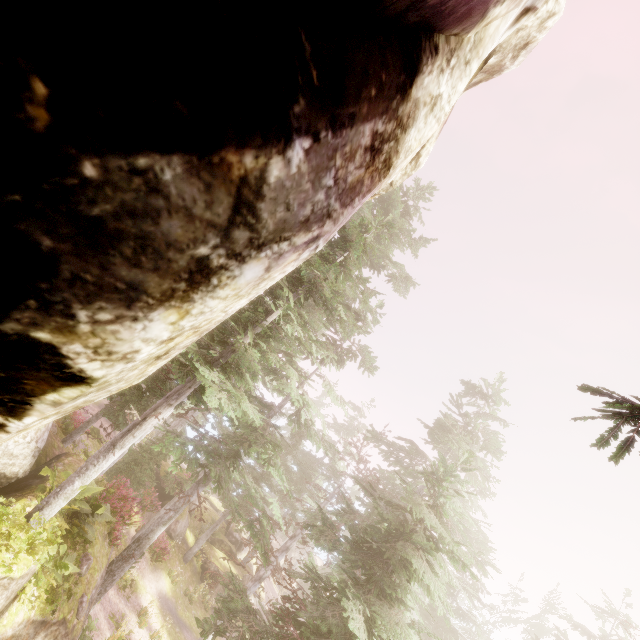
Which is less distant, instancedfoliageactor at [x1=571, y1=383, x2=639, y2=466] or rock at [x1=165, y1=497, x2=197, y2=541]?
instancedfoliageactor at [x1=571, y1=383, x2=639, y2=466]

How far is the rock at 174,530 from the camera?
23.22m

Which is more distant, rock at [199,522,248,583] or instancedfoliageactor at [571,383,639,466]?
rock at [199,522,248,583]

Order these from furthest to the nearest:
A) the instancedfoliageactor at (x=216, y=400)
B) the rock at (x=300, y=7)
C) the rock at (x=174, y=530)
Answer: the rock at (x=174, y=530), the instancedfoliageactor at (x=216, y=400), the rock at (x=300, y=7)

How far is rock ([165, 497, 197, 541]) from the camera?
23.22m

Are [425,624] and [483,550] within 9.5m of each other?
yes

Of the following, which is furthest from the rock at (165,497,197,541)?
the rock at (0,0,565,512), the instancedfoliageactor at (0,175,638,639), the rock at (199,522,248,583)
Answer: the rock at (0,0,565,512)
